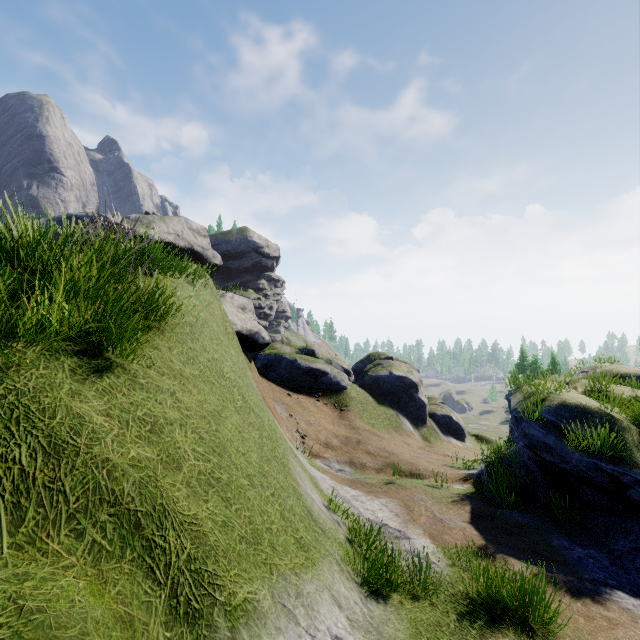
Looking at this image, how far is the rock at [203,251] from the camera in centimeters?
4941cm

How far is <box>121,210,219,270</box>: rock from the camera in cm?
4941

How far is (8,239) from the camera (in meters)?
3.98
